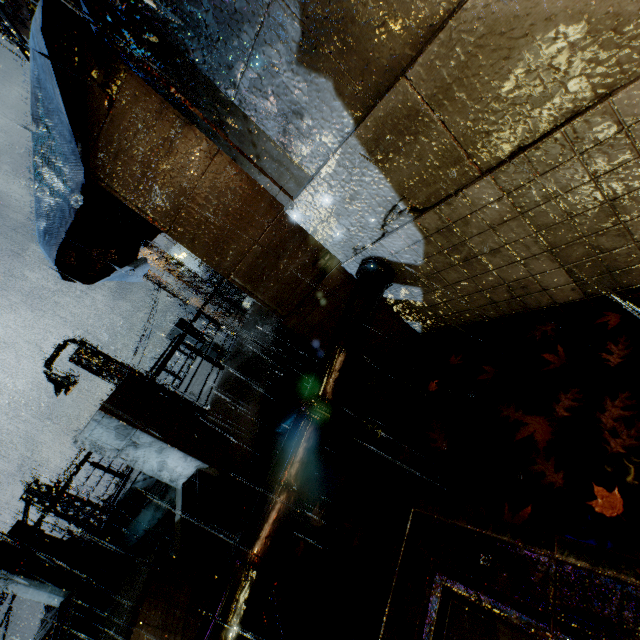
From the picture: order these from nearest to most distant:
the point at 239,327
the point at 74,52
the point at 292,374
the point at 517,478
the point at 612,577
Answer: the point at 612,577
the point at 517,478
the point at 74,52
the point at 292,374
the point at 239,327

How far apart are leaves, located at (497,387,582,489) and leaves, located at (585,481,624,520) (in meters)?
0.18

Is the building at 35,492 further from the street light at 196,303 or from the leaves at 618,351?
the leaves at 618,351

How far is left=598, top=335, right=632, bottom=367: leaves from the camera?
2.9m

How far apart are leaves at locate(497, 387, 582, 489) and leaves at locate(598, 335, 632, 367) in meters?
0.3 m

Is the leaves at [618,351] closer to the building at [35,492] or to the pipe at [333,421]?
the building at [35,492]

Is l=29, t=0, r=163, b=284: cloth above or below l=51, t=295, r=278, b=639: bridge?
above

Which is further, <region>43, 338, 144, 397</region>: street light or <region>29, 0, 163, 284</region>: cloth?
<region>43, 338, 144, 397</region>: street light
